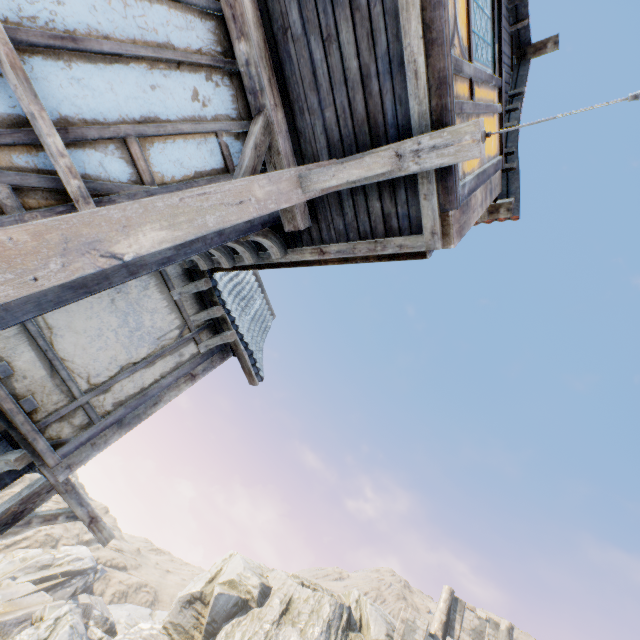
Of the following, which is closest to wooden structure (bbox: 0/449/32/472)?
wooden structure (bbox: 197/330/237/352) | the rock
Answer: wooden structure (bbox: 197/330/237/352)

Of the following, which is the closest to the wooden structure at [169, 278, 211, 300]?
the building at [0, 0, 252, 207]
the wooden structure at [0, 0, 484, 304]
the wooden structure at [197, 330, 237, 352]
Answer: the building at [0, 0, 252, 207]

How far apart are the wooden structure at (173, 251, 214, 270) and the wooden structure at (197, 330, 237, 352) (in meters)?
1.18

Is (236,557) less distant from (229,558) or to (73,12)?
(229,558)

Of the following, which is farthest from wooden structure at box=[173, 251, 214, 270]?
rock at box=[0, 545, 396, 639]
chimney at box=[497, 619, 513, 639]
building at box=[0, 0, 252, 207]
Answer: chimney at box=[497, 619, 513, 639]

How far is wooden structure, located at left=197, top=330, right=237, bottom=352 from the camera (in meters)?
5.57

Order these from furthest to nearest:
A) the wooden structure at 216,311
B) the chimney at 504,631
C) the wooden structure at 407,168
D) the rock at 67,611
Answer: the chimney at 504,631
the rock at 67,611
the wooden structure at 216,311
the wooden structure at 407,168

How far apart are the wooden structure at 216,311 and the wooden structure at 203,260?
0.7m
